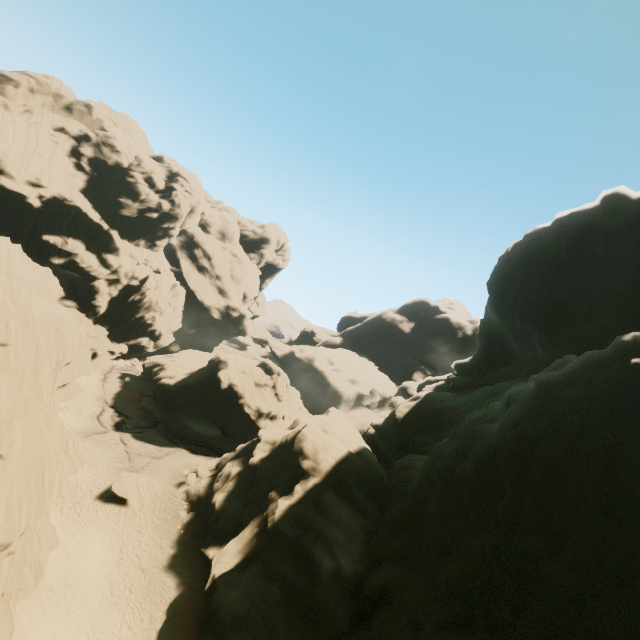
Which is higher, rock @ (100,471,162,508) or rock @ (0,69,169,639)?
rock @ (0,69,169,639)

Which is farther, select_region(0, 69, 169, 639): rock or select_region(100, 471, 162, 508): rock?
select_region(100, 471, 162, 508): rock

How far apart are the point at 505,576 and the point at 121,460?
33.4 meters

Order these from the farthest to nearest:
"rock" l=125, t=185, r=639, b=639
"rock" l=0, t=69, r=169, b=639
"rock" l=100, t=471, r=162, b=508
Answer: "rock" l=100, t=471, r=162, b=508 < "rock" l=0, t=69, r=169, b=639 < "rock" l=125, t=185, r=639, b=639

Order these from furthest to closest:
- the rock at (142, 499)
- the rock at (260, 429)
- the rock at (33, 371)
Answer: the rock at (142, 499) → the rock at (33, 371) → the rock at (260, 429)

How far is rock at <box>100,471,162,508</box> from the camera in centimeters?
2703cm

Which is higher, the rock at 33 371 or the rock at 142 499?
the rock at 33 371
